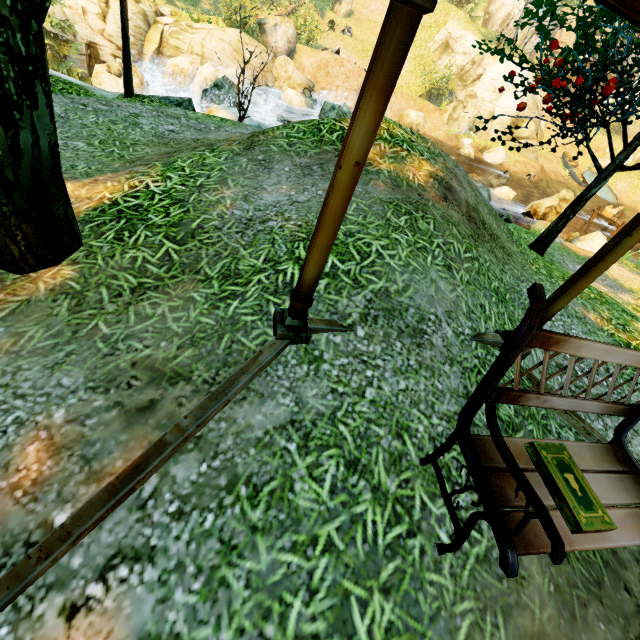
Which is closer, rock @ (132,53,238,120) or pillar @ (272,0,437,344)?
pillar @ (272,0,437,344)

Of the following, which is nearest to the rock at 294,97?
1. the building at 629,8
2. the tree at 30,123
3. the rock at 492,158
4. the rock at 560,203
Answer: the tree at 30,123

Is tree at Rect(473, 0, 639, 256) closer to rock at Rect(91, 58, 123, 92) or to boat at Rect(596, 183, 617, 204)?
rock at Rect(91, 58, 123, 92)

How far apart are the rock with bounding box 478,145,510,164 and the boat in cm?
945

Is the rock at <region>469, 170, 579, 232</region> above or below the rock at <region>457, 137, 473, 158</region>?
below

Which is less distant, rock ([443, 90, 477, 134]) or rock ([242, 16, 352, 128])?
rock ([242, 16, 352, 128])

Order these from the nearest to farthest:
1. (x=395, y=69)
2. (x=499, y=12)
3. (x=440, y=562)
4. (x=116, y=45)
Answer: (x=395, y=69)
(x=440, y=562)
(x=116, y=45)
(x=499, y=12)

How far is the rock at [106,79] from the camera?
14.95m
